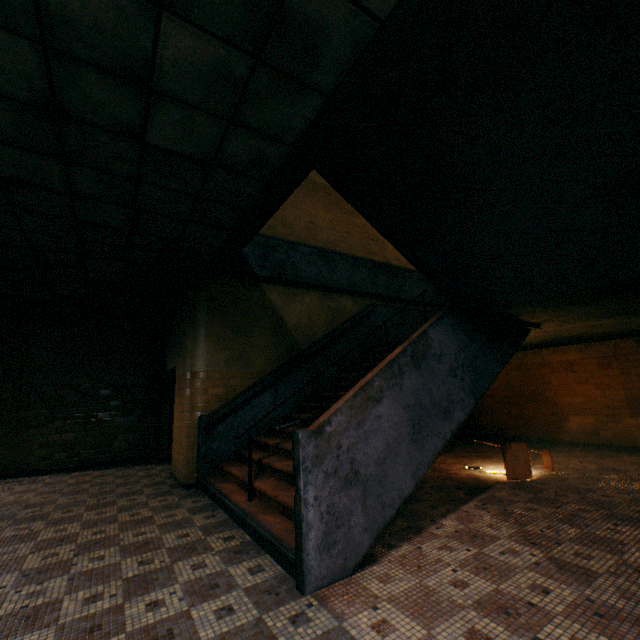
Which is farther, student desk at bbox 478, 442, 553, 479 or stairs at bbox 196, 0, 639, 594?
student desk at bbox 478, 442, 553, 479

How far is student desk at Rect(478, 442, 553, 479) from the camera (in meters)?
5.08

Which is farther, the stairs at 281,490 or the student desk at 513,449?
the student desk at 513,449

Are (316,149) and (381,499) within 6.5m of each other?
yes

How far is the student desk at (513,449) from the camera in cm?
508
